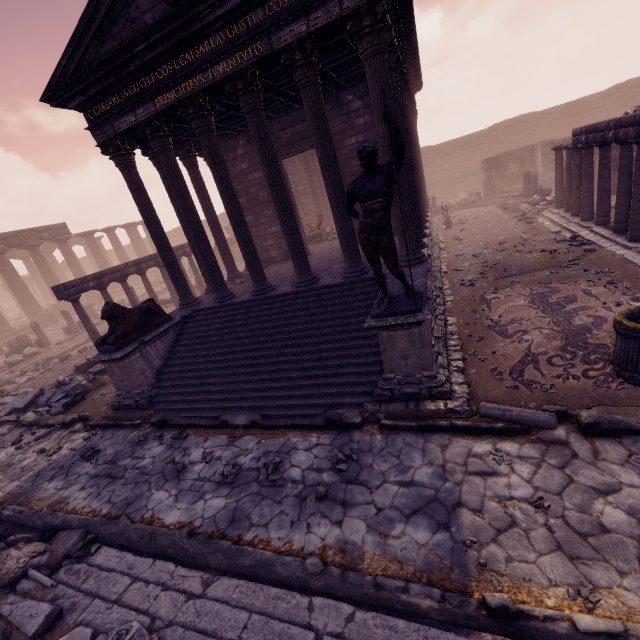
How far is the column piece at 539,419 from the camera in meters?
4.5 m

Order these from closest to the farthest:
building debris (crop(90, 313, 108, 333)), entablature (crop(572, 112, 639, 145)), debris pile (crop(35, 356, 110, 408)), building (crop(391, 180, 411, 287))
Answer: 1. building (crop(391, 180, 411, 287))
2. entablature (crop(572, 112, 639, 145))
3. debris pile (crop(35, 356, 110, 408))
4. building debris (crop(90, 313, 108, 333))

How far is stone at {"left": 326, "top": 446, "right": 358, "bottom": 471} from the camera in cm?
488

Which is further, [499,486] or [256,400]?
[256,400]

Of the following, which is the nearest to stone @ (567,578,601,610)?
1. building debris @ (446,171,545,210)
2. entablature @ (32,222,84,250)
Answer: building debris @ (446,171,545,210)

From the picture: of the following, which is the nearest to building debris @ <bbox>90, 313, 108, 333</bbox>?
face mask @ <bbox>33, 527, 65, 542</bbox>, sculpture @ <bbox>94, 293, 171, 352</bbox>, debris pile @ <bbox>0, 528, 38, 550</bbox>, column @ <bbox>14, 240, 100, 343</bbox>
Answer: column @ <bbox>14, 240, 100, 343</bbox>

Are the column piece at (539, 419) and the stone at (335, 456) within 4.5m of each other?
yes

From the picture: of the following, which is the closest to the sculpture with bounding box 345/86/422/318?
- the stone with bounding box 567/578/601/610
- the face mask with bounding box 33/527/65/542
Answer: the stone with bounding box 567/578/601/610
